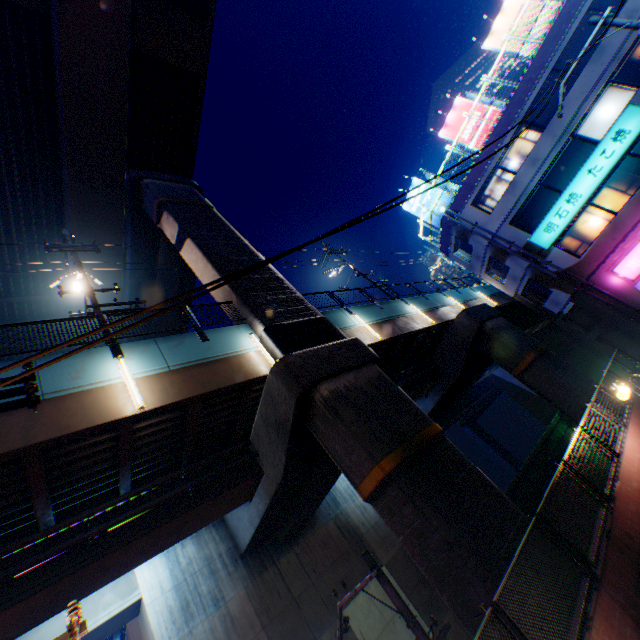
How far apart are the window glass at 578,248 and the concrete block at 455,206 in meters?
6.2 m

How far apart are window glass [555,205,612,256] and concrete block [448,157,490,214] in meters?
6.2 m

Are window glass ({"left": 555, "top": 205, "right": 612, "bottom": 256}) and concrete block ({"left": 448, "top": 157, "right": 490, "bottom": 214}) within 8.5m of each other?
yes

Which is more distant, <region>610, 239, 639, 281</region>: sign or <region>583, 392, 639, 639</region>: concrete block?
<region>610, 239, 639, 281</region>: sign

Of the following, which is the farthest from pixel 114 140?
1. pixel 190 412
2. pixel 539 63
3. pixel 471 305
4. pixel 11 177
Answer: → pixel 539 63

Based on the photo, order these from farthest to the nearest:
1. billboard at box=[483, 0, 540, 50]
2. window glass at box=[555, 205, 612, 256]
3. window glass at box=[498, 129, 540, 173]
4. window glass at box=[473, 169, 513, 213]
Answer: window glass at box=[473, 169, 513, 213]
billboard at box=[483, 0, 540, 50]
window glass at box=[498, 129, 540, 173]
window glass at box=[555, 205, 612, 256]

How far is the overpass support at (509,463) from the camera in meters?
56.4

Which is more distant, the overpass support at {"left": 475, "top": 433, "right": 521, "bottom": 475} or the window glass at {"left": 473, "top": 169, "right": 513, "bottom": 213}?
the overpass support at {"left": 475, "top": 433, "right": 521, "bottom": 475}
